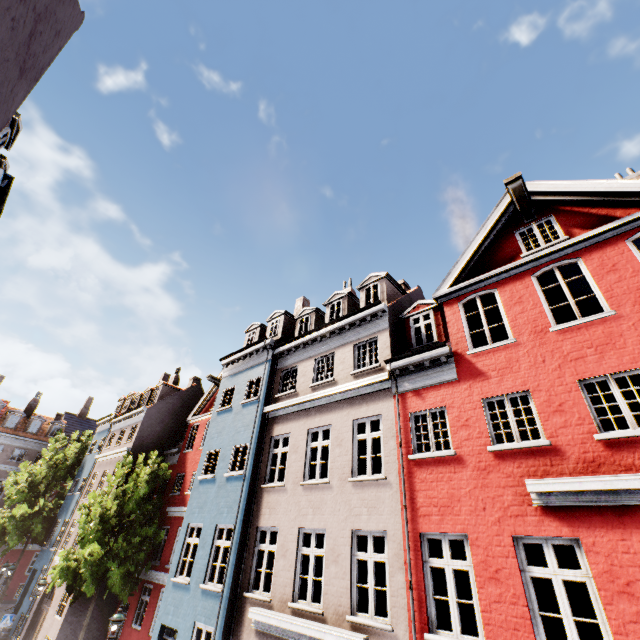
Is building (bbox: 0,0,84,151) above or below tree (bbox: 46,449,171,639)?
above

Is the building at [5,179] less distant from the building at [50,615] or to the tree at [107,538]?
the tree at [107,538]

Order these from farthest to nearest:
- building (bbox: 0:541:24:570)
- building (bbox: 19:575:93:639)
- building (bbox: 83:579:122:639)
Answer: building (bbox: 0:541:24:570)
building (bbox: 83:579:122:639)
building (bbox: 19:575:93:639)

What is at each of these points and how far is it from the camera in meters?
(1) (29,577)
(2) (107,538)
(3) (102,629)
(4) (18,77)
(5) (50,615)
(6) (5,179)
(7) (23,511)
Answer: (1) building, 22.5 m
(2) tree, 18.6 m
(3) building, 17.5 m
(4) building, 7.3 m
(5) building, 17.8 m
(6) building, 8.6 m
(7) tree, 26.3 m

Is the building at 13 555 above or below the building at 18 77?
below

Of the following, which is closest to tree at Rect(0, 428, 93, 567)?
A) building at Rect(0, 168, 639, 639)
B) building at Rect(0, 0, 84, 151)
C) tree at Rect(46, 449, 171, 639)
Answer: building at Rect(0, 168, 639, 639)

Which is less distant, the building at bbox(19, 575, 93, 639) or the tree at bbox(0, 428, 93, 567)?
the building at bbox(19, 575, 93, 639)
